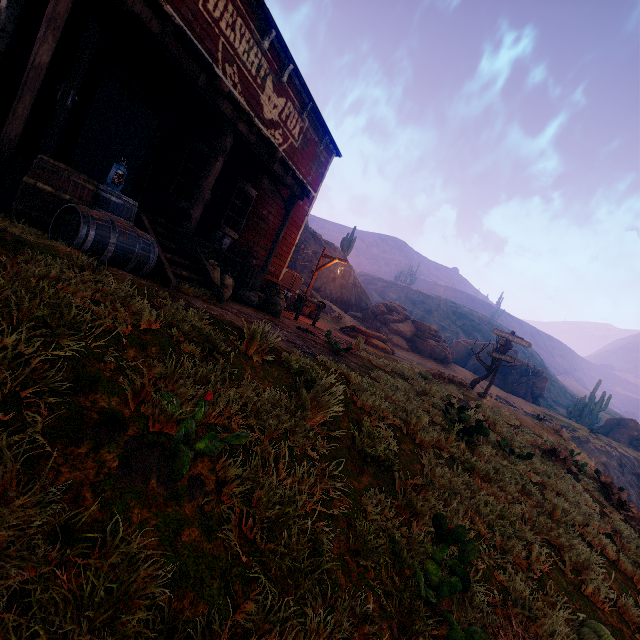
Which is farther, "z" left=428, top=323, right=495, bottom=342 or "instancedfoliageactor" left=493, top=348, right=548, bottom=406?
"z" left=428, top=323, right=495, bottom=342

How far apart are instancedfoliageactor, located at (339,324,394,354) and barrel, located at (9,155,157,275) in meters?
12.3

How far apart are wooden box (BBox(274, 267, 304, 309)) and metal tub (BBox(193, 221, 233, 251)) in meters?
4.8 m

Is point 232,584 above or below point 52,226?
below

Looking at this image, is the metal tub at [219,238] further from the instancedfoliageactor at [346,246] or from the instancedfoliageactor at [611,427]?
the instancedfoliageactor at [611,427]

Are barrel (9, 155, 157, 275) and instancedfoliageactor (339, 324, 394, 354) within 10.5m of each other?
no

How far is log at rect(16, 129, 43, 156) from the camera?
5.1 meters

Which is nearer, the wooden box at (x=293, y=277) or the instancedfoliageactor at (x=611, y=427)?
the wooden box at (x=293, y=277)
